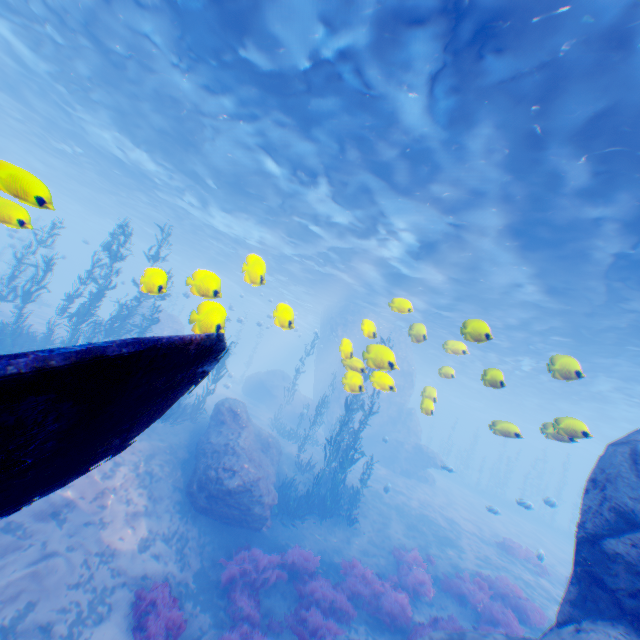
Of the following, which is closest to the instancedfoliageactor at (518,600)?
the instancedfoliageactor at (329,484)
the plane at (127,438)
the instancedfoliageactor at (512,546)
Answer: the instancedfoliageactor at (329,484)

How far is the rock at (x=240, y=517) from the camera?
11.05m

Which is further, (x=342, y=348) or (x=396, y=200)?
(x=396, y=200)

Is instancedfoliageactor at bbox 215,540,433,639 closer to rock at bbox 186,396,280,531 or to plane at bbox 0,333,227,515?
rock at bbox 186,396,280,531

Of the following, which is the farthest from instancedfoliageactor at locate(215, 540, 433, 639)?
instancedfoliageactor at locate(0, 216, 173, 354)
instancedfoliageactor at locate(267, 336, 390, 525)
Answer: instancedfoliageactor at locate(0, 216, 173, 354)

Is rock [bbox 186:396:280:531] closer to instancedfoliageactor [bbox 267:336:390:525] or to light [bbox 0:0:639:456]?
light [bbox 0:0:639:456]

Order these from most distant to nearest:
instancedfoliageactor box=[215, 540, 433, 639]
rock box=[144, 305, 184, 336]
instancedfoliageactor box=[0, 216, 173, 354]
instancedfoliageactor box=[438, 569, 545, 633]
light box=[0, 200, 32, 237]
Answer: rock box=[144, 305, 184, 336] → instancedfoliageactor box=[0, 216, 173, 354] → instancedfoliageactor box=[438, 569, 545, 633] → instancedfoliageactor box=[215, 540, 433, 639] → light box=[0, 200, 32, 237]
